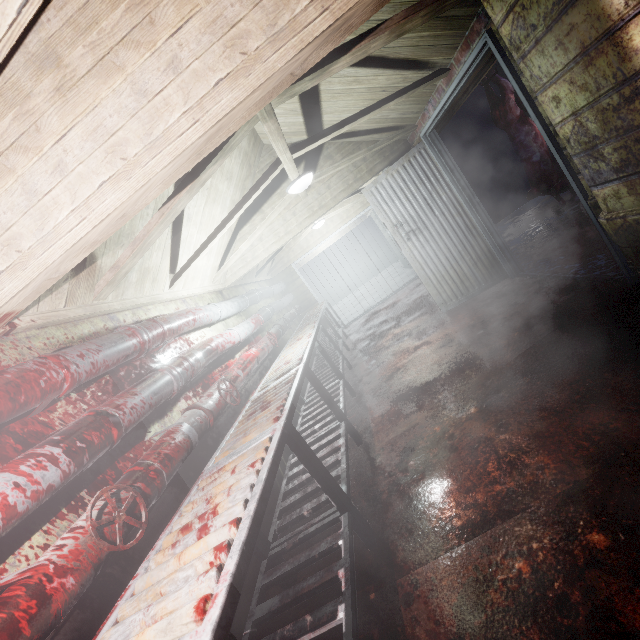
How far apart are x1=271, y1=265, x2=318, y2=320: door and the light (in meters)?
4.05

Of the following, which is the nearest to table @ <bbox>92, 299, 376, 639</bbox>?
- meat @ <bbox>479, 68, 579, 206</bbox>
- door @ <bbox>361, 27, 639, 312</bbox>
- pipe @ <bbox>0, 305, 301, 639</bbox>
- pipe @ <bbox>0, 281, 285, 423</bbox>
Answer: pipe @ <bbox>0, 305, 301, 639</bbox>

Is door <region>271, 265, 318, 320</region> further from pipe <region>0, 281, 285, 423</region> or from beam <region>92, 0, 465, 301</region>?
beam <region>92, 0, 465, 301</region>

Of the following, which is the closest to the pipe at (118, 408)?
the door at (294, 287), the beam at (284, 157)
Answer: the door at (294, 287)

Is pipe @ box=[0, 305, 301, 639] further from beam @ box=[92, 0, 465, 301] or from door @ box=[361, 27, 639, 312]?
door @ box=[361, 27, 639, 312]

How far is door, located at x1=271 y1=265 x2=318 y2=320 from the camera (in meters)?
7.65

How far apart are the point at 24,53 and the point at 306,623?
2.4m

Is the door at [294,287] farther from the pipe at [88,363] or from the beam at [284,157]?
the beam at [284,157]
